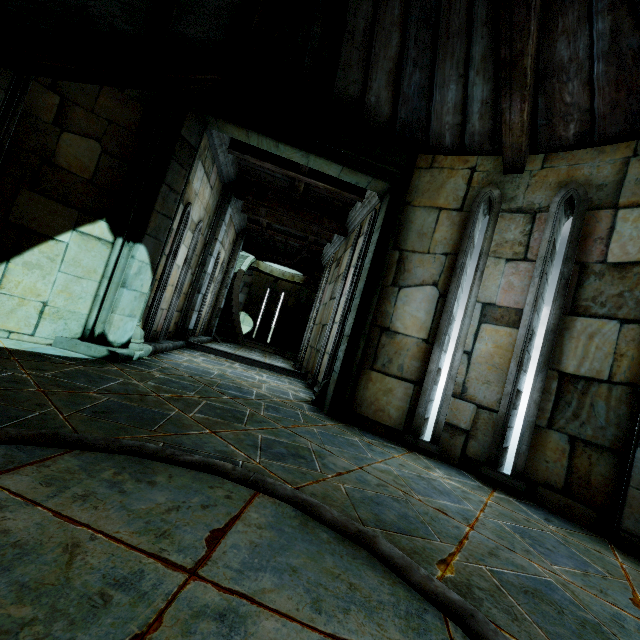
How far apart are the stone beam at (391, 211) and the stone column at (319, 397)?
0.0 meters

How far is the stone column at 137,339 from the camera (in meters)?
4.56

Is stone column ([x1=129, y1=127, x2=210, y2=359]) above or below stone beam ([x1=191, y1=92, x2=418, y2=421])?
below

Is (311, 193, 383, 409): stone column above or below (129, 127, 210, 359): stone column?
below

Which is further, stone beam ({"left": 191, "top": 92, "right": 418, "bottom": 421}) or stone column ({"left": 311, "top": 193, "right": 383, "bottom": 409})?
stone column ({"left": 311, "top": 193, "right": 383, "bottom": 409})

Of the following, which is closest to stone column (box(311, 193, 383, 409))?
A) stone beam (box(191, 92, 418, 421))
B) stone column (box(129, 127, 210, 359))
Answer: stone beam (box(191, 92, 418, 421))

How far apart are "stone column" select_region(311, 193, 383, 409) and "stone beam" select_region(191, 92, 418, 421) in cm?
1

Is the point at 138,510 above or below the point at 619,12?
below
